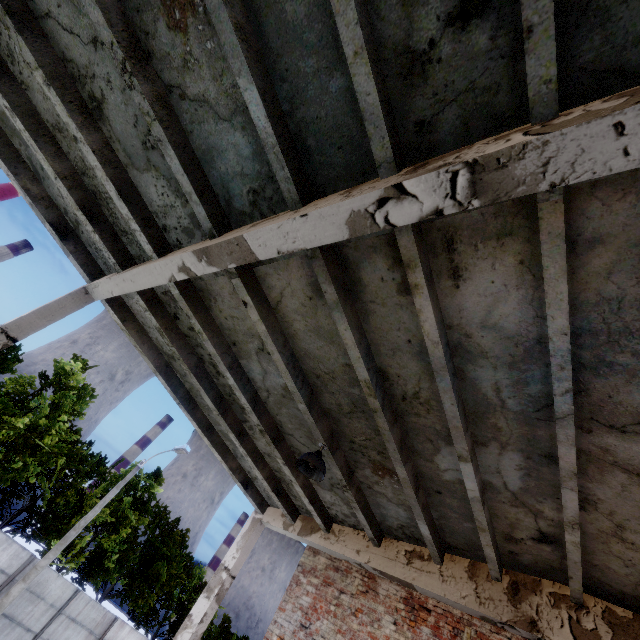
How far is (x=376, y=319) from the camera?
4.0 meters

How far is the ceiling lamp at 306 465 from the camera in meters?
5.1

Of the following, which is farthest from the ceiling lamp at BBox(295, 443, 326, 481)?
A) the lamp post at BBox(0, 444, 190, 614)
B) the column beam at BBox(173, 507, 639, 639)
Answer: the lamp post at BBox(0, 444, 190, 614)

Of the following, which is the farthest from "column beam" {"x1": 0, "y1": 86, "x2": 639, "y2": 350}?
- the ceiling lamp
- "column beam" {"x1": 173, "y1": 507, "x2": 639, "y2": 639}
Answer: "column beam" {"x1": 173, "y1": 507, "x2": 639, "y2": 639}

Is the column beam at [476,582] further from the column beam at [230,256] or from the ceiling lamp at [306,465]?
the column beam at [230,256]

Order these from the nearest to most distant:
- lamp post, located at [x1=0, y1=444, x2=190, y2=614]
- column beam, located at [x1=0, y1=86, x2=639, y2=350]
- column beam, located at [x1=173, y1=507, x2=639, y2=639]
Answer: column beam, located at [x1=0, y1=86, x2=639, y2=350]
column beam, located at [x1=173, y1=507, x2=639, y2=639]
lamp post, located at [x1=0, y1=444, x2=190, y2=614]

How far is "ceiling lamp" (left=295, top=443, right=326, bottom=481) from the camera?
5.1 meters
